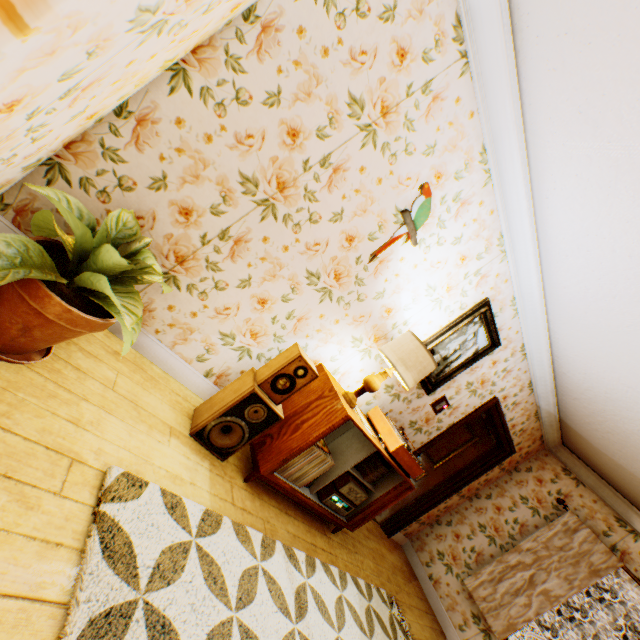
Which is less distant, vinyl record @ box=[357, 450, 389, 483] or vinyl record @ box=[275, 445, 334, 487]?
vinyl record @ box=[275, 445, 334, 487]

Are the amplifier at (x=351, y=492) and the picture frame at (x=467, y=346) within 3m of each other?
yes

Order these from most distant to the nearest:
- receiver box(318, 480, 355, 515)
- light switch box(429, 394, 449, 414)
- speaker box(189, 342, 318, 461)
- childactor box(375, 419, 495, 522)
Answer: childactor box(375, 419, 495, 522), light switch box(429, 394, 449, 414), receiver box(318, 480, 355, 515), speaker box(189, 342, 318, 461)

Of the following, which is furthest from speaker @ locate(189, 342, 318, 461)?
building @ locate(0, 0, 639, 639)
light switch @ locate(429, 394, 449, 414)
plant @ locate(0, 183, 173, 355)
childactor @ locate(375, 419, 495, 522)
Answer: childactor @ locate(375, 419, 495, 522)

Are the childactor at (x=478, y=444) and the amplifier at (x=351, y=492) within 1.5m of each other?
no

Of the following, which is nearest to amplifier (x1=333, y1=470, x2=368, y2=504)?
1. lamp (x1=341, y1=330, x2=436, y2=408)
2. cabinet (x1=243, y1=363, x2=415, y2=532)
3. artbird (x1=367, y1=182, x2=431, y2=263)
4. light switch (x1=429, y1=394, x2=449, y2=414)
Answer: cabinet (x1=243, y1=363, x2=415, y2=532)

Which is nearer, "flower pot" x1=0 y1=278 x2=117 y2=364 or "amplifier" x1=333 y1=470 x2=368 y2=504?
"flower pot" x1=0 y1=278 x2=117 y2=364

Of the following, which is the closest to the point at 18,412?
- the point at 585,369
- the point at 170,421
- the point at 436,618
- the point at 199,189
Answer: the point at 170,421
